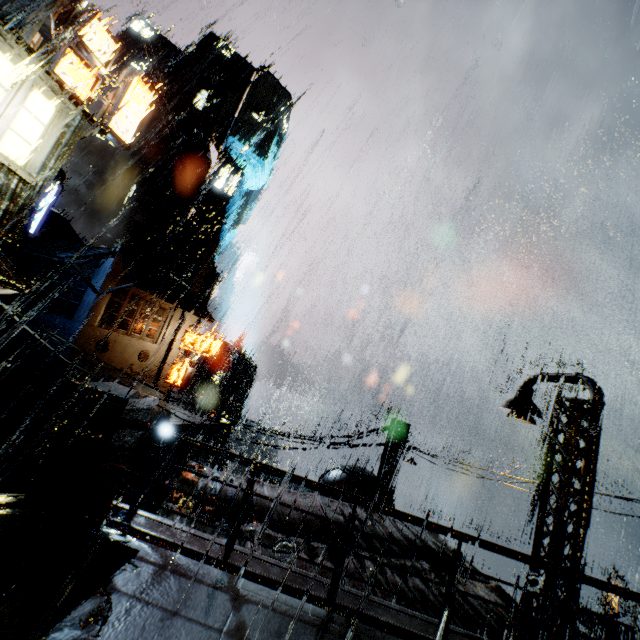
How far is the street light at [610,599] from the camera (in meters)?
20.45

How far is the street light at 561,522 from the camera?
8.2m

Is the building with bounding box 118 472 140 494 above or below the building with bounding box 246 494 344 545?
below

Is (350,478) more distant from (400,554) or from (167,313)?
(167,313)

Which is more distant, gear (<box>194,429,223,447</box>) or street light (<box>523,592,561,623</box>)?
gear (<box>194,429,223,447</box>)

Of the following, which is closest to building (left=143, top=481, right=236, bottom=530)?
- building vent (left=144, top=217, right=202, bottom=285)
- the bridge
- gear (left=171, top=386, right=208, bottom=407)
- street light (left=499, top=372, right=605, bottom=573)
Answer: the bridge

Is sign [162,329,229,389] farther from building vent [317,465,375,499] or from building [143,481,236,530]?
building vent [317,465,375,499]

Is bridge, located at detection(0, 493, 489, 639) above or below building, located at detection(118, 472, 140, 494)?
above
